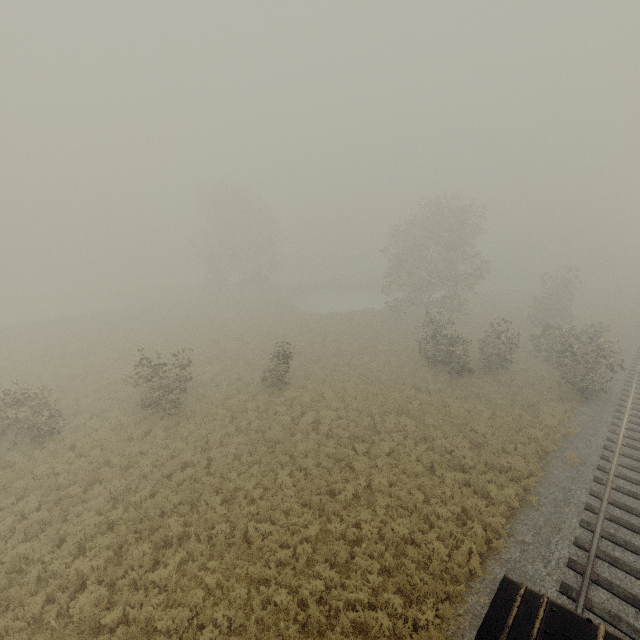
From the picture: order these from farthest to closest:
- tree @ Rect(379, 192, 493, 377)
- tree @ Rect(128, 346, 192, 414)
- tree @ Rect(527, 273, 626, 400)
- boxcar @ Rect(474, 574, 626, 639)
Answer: tree @ Rect(379, 192, 493, 377) → tree @ Rect(527, 273, 626, 400) → tree @ Rect(128, 346, 192, 414) → boxcar @ Rect(474, 574, 626, 639)

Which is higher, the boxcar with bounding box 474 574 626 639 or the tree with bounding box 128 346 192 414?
the boxcar with bounding box 474 574 626 639

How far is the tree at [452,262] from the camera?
24.36m

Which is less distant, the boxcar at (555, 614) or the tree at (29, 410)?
the boxcar at (555, 614)

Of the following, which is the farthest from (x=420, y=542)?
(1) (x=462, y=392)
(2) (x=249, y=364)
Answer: (2) (x=249, y=364)

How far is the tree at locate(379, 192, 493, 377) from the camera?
24.4 meters

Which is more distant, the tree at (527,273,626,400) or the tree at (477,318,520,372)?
the tree at (477,318,520,372)

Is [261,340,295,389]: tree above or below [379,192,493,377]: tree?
below
